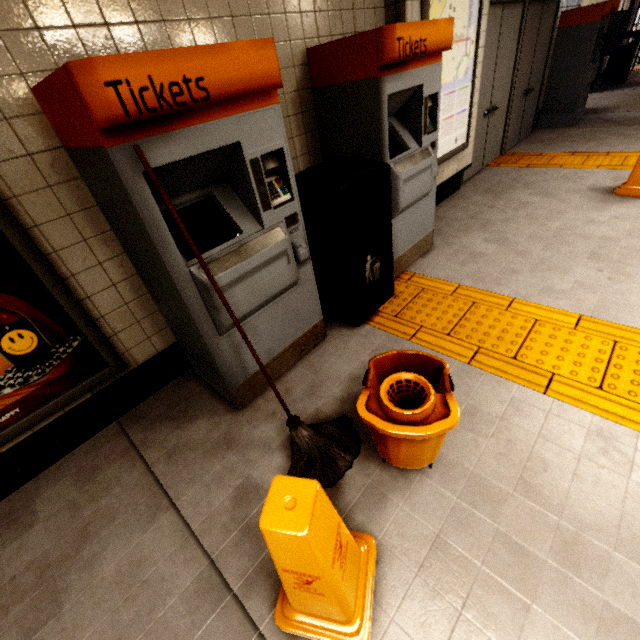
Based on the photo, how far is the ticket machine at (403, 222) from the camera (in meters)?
2.13

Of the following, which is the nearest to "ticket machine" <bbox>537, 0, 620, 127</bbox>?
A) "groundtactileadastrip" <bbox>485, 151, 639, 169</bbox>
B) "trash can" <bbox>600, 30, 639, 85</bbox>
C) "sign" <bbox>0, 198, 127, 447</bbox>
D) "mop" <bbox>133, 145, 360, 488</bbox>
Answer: "groundtactileadastrip" <bbox>485, 151, 639, 169</bbox>

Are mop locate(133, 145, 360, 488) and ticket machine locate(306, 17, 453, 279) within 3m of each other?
yes

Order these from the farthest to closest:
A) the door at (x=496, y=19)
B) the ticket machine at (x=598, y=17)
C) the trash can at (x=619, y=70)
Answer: the trash can at (x=619, y=70)
the ticket machine at (x=598, y=17)
the door at (x=496, y=19)

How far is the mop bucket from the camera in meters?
1.4 m

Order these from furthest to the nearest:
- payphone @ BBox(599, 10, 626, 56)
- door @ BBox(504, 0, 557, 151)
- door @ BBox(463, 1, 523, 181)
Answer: payphone @ BBox(599, 10, 626, 56) < door @ BBox(504, 0, 557, 151) < door @ BBox(463, 1, 523, 181)

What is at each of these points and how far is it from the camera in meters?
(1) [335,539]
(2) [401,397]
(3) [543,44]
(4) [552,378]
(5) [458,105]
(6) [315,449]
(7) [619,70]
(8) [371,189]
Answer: (1) wet floor cone, 1.1
(2) mop bucket, 1.5
(3) door, 5.7
(4) groundtactileadastrip, 2.0
(5) sign, 3.8
(6) mop, 1.8
(7) trash can, 9.4
(8) ticket machine, 2.7

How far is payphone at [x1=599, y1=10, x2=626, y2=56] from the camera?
8.2m
